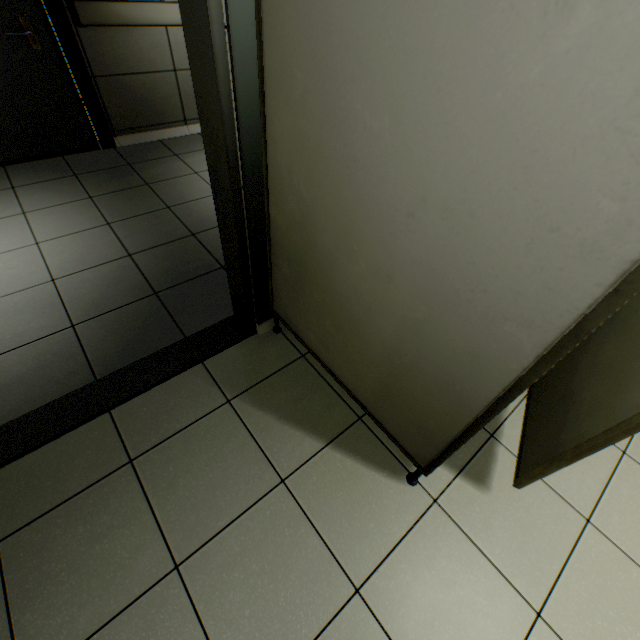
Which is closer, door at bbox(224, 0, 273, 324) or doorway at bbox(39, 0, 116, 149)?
door at bbox(224, 0, 273, 324)

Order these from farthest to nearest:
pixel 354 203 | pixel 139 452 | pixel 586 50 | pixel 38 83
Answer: pixel 38 83 → pixel 139 452 → pixel 354 203 → pixel 586 50

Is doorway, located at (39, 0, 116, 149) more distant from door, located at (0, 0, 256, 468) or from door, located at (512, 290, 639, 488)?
door, located at (512, 290, 639, 488)

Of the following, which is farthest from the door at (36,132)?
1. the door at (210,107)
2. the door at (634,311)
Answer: the door at (634,311)

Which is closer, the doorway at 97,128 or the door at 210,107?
the door at 210,107

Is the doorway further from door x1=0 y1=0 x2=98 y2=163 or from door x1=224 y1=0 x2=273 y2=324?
door x1=224 y1=0 x2=273 y2=324

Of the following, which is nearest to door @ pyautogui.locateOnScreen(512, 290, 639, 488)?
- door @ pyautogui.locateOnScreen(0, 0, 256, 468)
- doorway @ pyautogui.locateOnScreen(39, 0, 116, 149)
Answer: door @ pyautogui.locateOnScreen(0, 0, 256, 468)

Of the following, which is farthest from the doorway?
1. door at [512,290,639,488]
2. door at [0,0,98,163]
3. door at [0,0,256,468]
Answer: door at [512,290,639,488]
